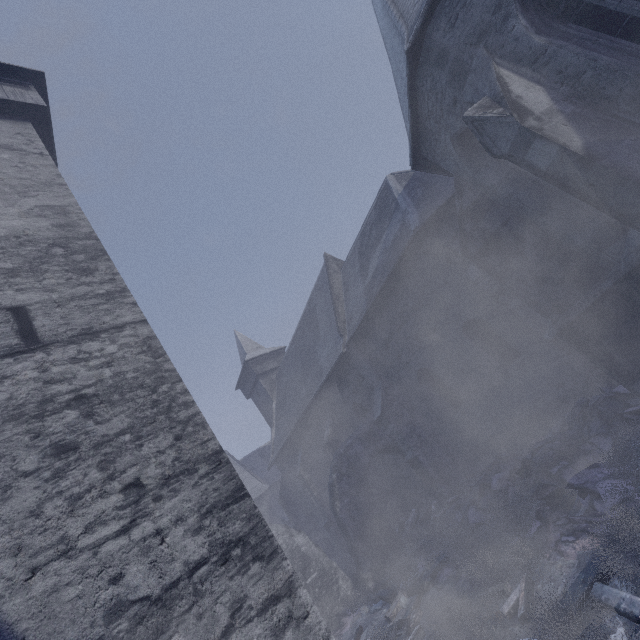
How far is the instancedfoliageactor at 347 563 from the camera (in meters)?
13.88

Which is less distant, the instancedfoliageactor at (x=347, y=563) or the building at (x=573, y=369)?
the building at (x=573, y=369)

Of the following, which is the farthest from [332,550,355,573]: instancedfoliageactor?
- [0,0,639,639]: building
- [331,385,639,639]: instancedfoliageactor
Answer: [331,385,639,639]: instancedfoliageactor

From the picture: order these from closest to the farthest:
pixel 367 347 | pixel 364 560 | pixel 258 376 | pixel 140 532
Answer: pixel 140 532 → pixel 364 560 → pixel 367 347 → pixel 258 376

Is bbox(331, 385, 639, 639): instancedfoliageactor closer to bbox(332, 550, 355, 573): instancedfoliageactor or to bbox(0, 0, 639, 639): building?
bbox(0, 0, 639, 639): building

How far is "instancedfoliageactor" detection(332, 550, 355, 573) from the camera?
13.88m
